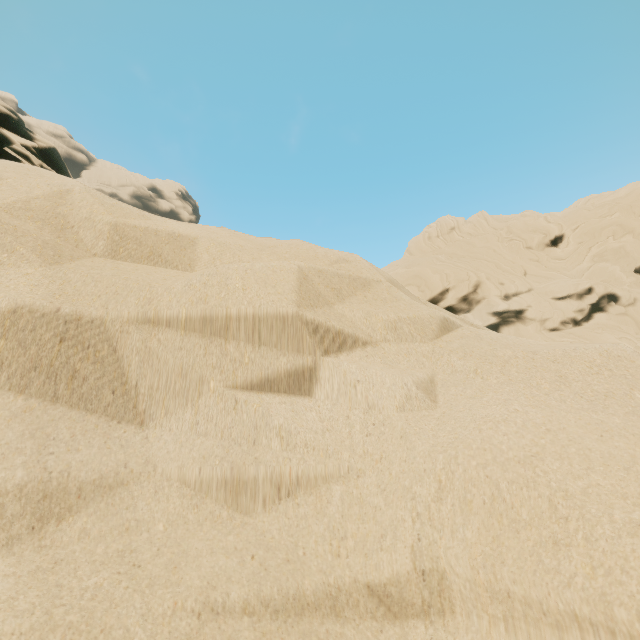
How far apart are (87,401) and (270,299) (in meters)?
0.60
